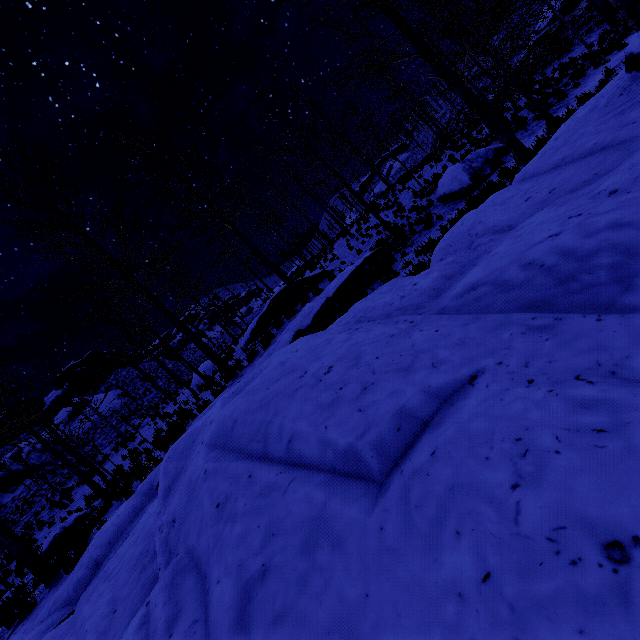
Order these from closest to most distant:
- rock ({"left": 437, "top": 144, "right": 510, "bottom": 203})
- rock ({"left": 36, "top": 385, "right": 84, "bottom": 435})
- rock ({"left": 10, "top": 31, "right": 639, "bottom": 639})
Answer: rock ({"left": 10, "top": 31, "right": 639, "bottom": 639})
rock ({"left": 437, "top": 144, "right": 510, "bottom": 203})
rock ({"left": 36, "top": 385, "right": 84, "bottom": 435})

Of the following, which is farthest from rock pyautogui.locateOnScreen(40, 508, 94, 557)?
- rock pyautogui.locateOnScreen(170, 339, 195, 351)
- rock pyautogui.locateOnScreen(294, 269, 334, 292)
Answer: rock pyautogui.locateOnScreen(170, 339, 195, 351)

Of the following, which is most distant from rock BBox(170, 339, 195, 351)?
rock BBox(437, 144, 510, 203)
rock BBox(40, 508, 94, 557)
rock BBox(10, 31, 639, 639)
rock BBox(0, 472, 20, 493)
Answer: rock BBox(437, 144, 510, 203)

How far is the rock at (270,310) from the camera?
14.6m

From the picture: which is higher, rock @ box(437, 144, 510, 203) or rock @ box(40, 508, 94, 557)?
rock @ box(40, 508, 94, 557)

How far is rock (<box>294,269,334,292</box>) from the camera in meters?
15.3 m

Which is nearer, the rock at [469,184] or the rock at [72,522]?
the rock at [72,522]

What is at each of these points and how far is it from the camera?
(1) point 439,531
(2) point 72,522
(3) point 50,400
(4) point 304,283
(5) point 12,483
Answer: →
(1) rock, 1.0m
(2) rock, 11.3m
(3) rock, 38.9m
(4) rock, 15.4m
(5) rock, 26.2m
